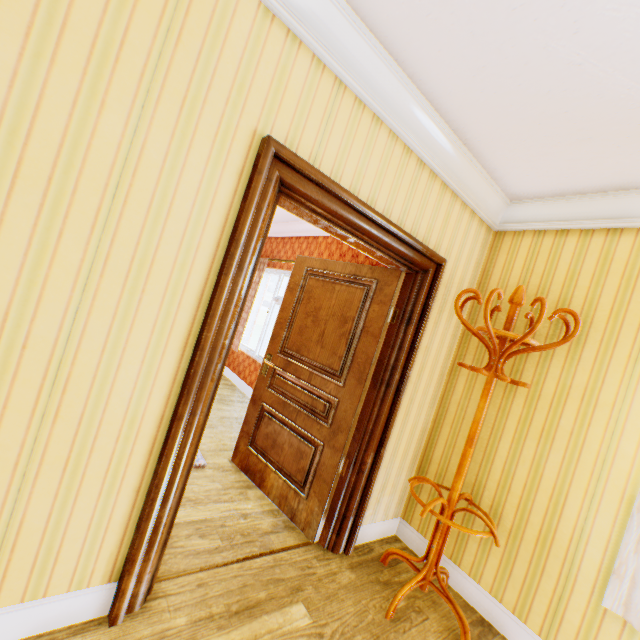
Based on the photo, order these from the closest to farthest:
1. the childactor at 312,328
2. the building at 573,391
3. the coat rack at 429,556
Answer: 1. the building at 573,391
2. the coat rack at 429,556
3. the childactor at 312,328

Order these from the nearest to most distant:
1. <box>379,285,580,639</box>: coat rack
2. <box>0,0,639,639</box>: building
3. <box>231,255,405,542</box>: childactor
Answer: <box>0,0,639,639</box>: building
<box>379,285,580,639</box>: coat rack
<box>231,255,405,542</box>: childactor

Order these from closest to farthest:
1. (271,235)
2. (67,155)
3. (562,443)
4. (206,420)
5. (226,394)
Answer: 1. (67,155)
2. (206,420)
3. (562,443)
4. (226,394)
5. (271,235)

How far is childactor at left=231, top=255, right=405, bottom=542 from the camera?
2.5m

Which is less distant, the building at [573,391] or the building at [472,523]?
the building at [573,391]

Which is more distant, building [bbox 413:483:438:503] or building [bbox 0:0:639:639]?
building [bbox 413:483:438:503]

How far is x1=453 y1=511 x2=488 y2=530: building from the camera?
2.5m

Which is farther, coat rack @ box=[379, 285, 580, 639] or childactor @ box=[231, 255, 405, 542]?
childactor @ box=[231, 255, 405, 542]
